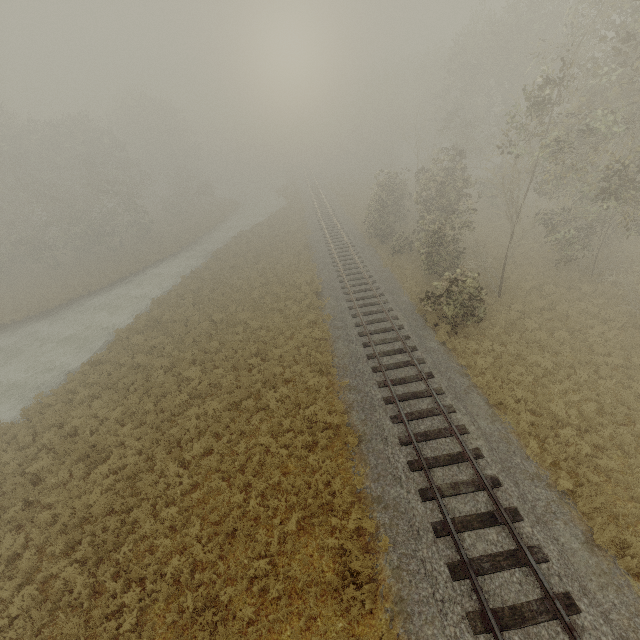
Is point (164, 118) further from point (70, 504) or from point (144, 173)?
point (70, 504)
